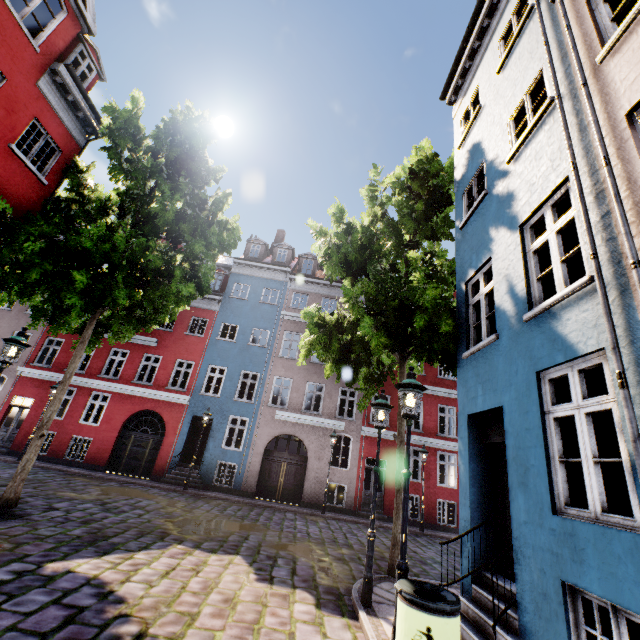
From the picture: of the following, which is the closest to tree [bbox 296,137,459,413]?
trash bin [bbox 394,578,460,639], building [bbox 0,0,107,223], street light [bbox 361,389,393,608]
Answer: building [bbox 0,0,107,223]

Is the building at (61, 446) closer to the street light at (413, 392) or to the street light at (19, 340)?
the street light at (413, 392)

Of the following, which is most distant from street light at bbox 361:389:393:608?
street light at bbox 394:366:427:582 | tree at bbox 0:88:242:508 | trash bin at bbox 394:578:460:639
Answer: tree at bbox 0:88:242:508

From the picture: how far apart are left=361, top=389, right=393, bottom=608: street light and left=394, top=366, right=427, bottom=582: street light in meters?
1.5

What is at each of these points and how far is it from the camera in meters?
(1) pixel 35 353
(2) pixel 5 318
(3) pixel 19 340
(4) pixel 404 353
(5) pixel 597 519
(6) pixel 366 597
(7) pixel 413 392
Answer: (1) building, 19.0 m
(2) building, 19.7 m
(3) street light, 7.1 m
(4) tree, 9.2 m
(5) building, 3.4 m
(6) street light, 5.7 m
(7) street light, 5.1 m

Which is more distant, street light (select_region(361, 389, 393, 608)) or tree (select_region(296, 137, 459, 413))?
tree (select_region(296, 137, 459, 413))

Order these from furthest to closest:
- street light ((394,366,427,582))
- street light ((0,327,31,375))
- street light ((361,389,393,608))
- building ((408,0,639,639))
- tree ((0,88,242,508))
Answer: tree ((0,88,242,508))
street light ((0,327,31,375))
street light ((361,389,393,608))
street light ((394,366,427,582))
building ((408,0,639,639))

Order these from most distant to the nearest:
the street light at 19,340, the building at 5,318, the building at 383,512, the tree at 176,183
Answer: the building at 5,318
the building at 383,512
the tree at 176,183
the street light at 19,340
